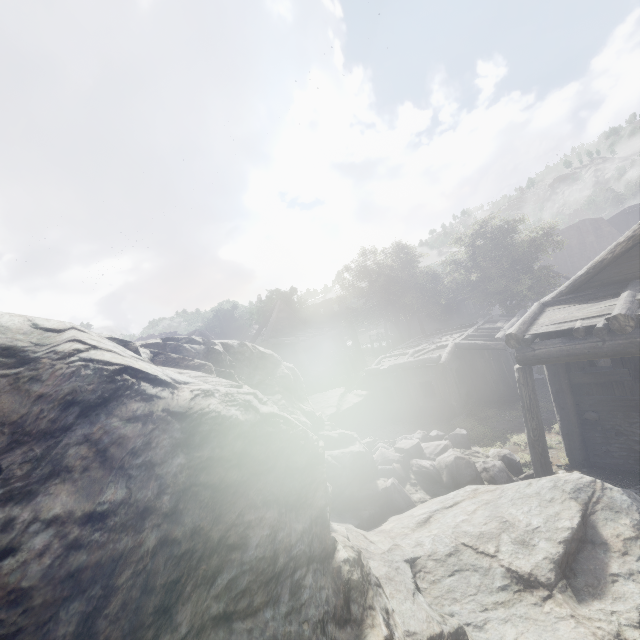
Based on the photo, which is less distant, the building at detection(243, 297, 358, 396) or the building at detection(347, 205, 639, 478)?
the building at detection(347, 205, 639, 478)

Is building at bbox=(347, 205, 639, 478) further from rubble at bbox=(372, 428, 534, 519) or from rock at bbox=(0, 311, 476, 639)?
rubble at bbox=(372, 428, 534, 519)

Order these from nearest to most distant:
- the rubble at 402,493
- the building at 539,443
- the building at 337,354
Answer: the building at 539,443
the rubble at 402,493
the building at 337,354

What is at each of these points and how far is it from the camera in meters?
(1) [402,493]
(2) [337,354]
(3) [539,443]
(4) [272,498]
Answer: (1) rubble, 8.5 m
(2) building, 29.9 m
(3) building, 8.3 m
(4) rock, 1.4 m

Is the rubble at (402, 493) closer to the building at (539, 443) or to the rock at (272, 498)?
the rock at (272, 498)

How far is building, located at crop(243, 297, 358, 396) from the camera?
23.5 meters
